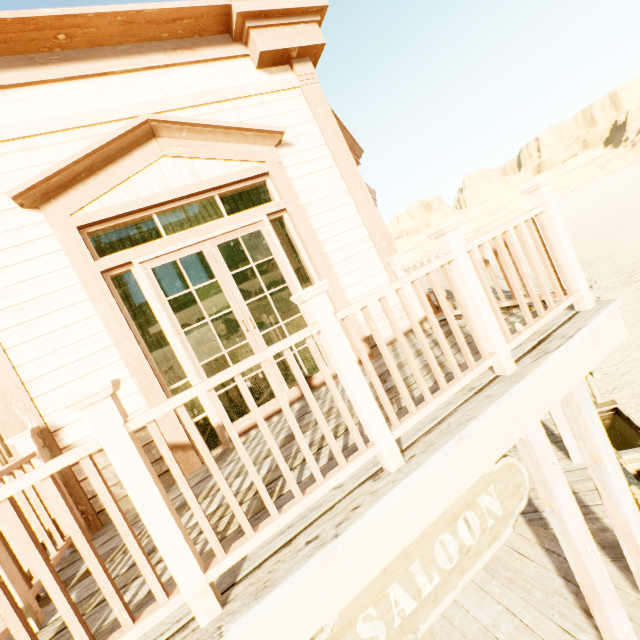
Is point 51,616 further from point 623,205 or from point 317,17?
point 623,205

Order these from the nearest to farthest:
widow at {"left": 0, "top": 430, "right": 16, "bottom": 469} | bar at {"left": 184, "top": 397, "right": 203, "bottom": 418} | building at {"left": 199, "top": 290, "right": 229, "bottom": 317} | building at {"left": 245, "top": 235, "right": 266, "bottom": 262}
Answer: widow at {"left": 0, "top": 430, "right": 16, "bottom": 469} → building at {"left": 245, "top": 235, "right": 266, "bottom": 262} → bar at {"left": 184, "top": 397, "right": 203, "bottom": 418} → building at {"left": 199, "top": 290, "right": 229, "bottom": 317}

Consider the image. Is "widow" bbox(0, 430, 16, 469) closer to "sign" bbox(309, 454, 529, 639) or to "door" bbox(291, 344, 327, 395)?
"door" bbox(291, 344, 327, 395)

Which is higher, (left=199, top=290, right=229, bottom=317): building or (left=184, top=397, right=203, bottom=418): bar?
(left=199, top=290, right=229, bottom=317): building

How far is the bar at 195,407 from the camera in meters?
11.5 m

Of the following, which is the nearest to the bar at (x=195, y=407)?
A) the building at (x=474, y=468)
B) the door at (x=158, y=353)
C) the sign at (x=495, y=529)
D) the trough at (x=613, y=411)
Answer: the building at (x=474, y=468)

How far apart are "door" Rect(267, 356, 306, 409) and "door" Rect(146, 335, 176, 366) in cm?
1070
